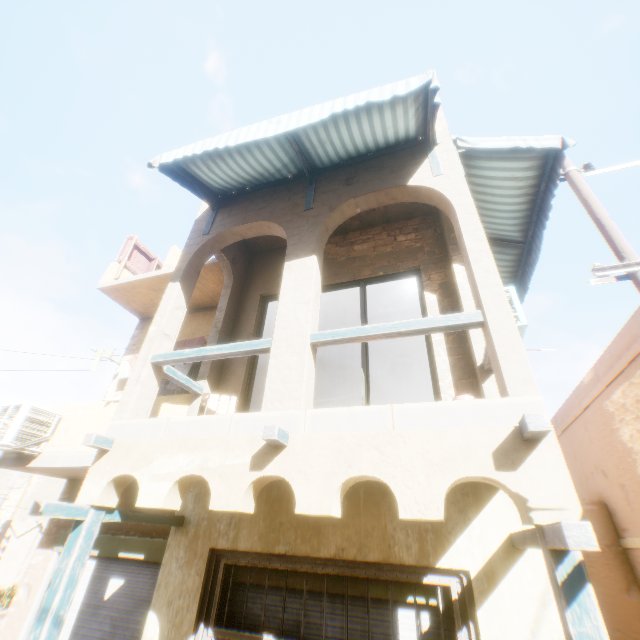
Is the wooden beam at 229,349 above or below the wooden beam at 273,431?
above

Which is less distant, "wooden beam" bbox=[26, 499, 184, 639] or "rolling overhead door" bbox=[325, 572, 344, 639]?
"wooden beam" bbox=[26, 499, 184, 639]

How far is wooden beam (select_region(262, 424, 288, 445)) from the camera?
3.0 meters

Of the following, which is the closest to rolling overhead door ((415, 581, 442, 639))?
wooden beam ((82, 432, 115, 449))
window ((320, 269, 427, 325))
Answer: window ((320, 269, 427, 325))

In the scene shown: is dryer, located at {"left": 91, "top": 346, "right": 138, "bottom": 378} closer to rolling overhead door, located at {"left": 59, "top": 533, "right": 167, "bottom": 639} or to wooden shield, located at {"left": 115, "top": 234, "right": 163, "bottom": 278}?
rolling overhead door, located at {"left": 59, "top": 533, "right": 167, "bottom": 639}

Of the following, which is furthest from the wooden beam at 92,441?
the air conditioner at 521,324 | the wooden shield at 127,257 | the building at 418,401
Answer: the wooden shield at 127,257

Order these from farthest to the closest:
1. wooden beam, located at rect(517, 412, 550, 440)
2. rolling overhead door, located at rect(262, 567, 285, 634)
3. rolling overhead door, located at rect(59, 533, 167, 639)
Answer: rolling overhead door, located at rect(59, 533, 167, 639) < rolling overhead door, located at rect(262, 567, 285, 634) < wooden beam, located at rect(517, 412, 550, 440)

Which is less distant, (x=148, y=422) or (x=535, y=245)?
(x=148, y=422)
